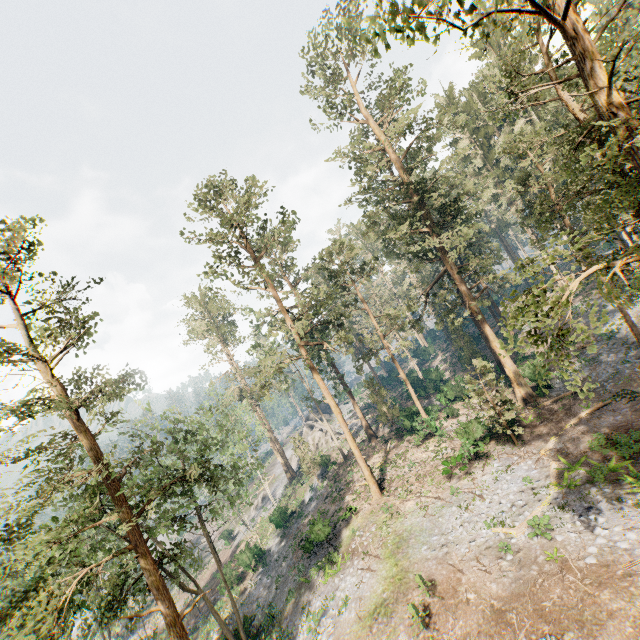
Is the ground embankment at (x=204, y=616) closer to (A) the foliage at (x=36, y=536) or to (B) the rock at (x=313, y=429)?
(A) the foliage at (x=36, y=536)

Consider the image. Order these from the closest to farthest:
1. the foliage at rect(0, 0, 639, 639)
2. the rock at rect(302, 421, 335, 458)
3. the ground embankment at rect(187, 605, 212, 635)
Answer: the foliage at rect(0, 0, 639, 639) < the ground embankment at rect(187, 605, 212, 635) < the rock at rect(302, 421, 335, 458)

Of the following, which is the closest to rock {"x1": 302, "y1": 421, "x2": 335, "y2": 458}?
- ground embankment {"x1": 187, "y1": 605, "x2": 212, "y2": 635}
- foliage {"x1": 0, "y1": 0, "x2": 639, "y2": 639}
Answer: foliage {"x1": 0, "y1": 0, "x2": 639, "y2": 639}

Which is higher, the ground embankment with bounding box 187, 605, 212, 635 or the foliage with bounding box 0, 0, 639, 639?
the foliage with bounding box 0, 0, 639, 639

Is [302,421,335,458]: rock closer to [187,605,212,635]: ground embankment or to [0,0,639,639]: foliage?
[0,0,639,639]: foliage

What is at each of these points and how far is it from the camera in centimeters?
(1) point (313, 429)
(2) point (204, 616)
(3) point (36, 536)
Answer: (1) rock, 5306cm
(2) ground embankment, 3438cm
(3) foliage, 1316cm

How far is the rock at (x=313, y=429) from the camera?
48.59m
